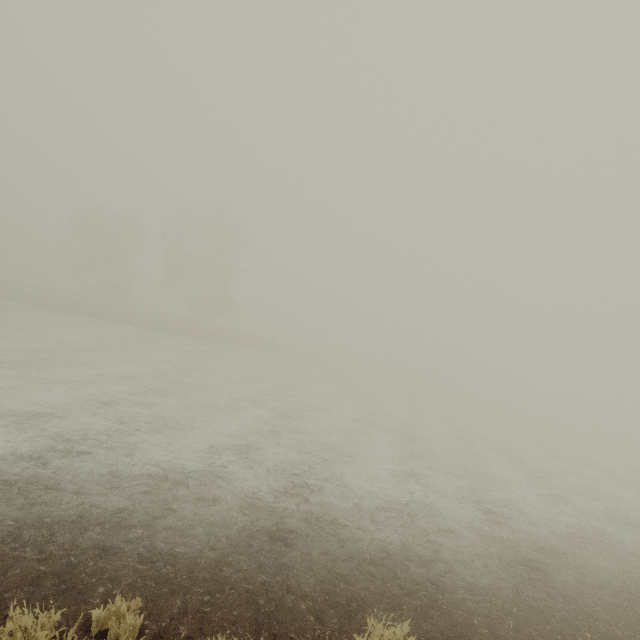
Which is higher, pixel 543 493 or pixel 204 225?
pixel 204 225
